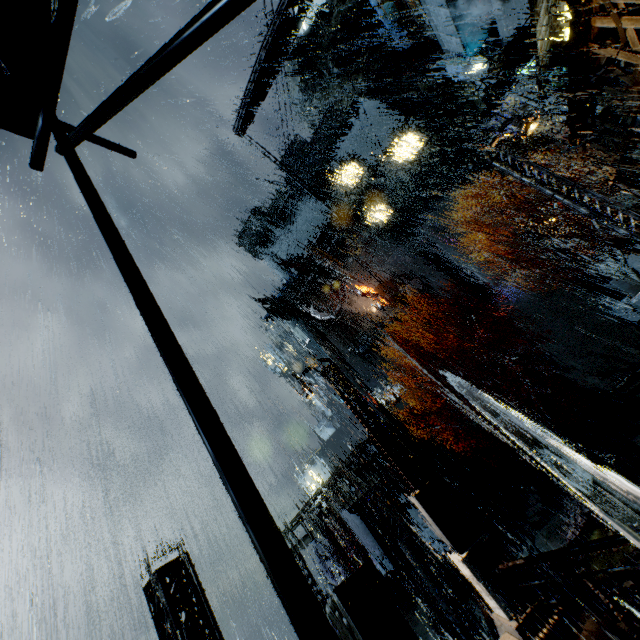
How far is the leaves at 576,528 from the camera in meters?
15.1

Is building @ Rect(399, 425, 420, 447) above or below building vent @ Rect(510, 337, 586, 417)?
above

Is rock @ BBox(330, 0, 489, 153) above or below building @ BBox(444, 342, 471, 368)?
above

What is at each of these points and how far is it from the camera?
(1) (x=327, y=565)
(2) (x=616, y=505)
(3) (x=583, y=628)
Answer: (1) gear, 33.9m
(2) building vent, 14.4m
(3) building, 5.5m

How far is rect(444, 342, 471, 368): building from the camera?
39.1m

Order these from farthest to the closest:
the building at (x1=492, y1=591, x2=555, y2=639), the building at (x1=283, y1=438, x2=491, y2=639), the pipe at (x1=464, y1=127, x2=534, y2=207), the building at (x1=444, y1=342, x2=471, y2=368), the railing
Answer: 1. the building at (x1=444, y1=342, x2=471, y2=368)
2. the pipe at (x1=464, y1=127, x2=534, y2=207)
3. the building at (x1=283, y1=438, x2=491, y2=639)
4. the building at (x1=492, y1=591, x2=555, y2=639)
5. the railing

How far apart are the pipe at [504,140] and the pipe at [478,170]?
0.8 meters

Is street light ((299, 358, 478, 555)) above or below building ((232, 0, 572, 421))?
below
